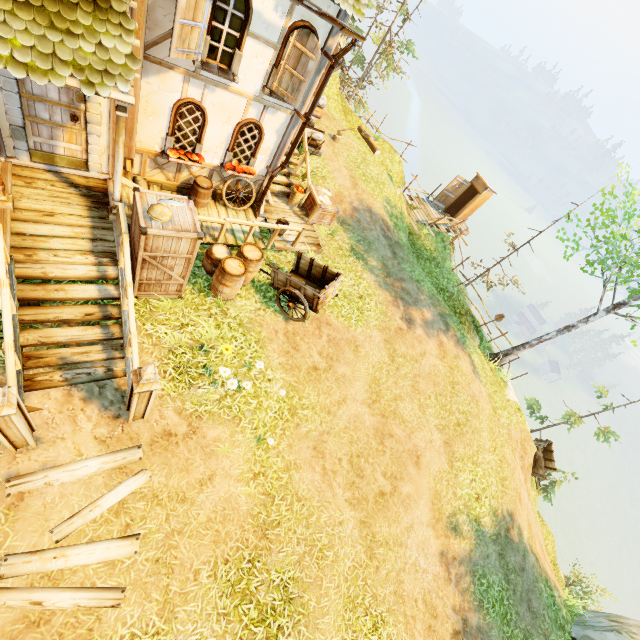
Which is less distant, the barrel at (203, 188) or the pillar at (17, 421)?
the pillar at (17, 421)

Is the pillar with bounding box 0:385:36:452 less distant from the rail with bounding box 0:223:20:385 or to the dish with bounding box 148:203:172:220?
the rail with bounding box 0:223:20:385

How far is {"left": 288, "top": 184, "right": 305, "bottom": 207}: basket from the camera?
10.84m

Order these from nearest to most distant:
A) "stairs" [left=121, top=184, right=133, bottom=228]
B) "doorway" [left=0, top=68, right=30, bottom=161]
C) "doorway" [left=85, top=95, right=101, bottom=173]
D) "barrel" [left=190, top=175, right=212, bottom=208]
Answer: "doorway" [left=0, top=68, right=30, bottom=161] < "doorway" [left=85, top=95, right=101, bottom=173] < "stairs" [left=121, top=184, right=133, bottom=228] < "barrel" [left=190, top=175, right=212, bottom=208]

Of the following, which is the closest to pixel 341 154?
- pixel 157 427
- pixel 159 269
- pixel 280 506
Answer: pixel 159 269

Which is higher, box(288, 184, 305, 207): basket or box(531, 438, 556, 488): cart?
box(288, 184, 305, 207): basket

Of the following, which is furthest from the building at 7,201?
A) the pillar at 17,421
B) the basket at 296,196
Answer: the pillar at 17,421

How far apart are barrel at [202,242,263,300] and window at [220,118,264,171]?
2.19m
